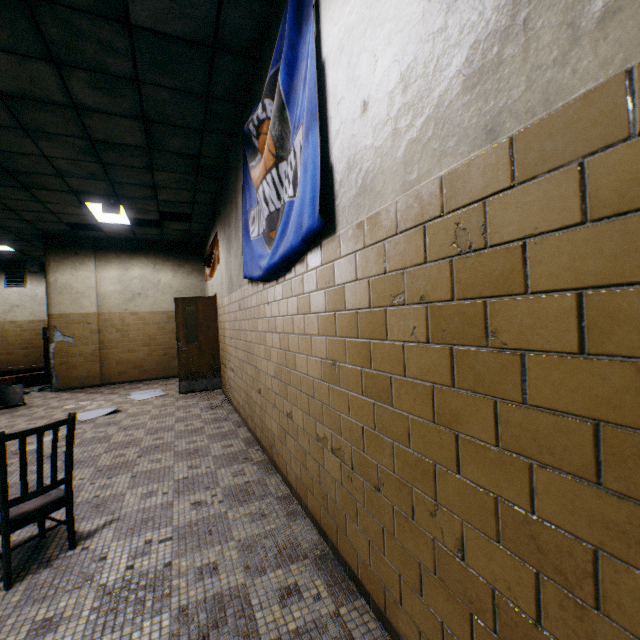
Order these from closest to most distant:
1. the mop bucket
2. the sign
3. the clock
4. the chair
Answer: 1. the chair
2. the sign
3. the mop bucket
4. the clock

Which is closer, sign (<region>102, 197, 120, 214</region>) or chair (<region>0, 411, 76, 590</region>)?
chair (<region>0, 411, 76, 590</region>)

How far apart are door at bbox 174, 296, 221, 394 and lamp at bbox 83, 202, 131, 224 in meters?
2.0 m

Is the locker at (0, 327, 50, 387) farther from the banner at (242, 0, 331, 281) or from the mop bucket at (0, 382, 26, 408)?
the banner at (242, 0, 331, 281)

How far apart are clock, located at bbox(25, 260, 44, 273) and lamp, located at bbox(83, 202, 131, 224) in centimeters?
228cm

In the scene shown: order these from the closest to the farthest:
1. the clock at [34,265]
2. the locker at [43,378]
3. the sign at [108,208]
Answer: the sign at [108,208]
the clock at [34,265]
the locker at [43,378]

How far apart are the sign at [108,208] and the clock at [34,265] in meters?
3.8

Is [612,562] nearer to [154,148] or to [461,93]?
[461,93]
